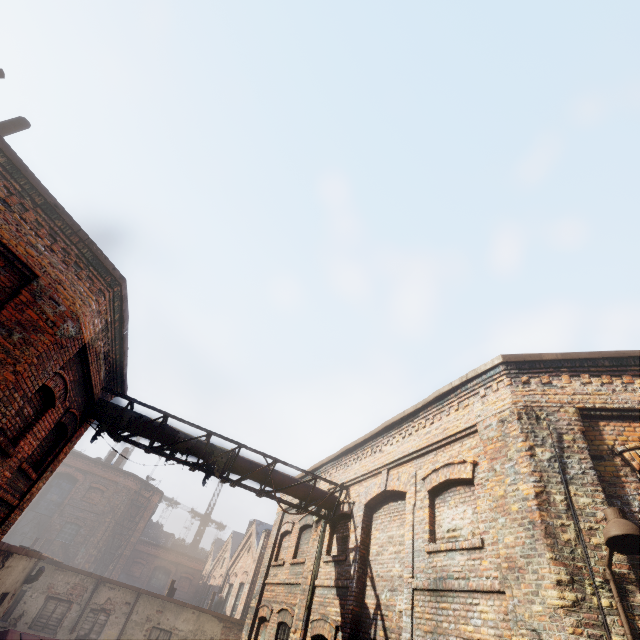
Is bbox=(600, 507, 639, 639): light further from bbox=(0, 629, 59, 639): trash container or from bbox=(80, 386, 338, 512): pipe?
bbox=(0, 629, 59, 639): trash container

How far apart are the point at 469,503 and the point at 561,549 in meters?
1.8 m

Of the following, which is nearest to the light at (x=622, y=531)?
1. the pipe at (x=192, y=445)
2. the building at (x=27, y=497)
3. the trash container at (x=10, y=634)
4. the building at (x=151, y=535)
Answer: the pipe at (x=192, y=445)

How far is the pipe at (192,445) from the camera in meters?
8.9

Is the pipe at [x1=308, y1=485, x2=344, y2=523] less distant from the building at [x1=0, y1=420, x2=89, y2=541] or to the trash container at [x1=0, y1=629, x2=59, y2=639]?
the building at [x1=0, y1=420, x2=89, y2=541]

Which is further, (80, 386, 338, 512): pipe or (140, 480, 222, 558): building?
(140, 480, 222, 558): building

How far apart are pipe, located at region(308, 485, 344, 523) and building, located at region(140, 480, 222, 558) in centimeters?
4324cm

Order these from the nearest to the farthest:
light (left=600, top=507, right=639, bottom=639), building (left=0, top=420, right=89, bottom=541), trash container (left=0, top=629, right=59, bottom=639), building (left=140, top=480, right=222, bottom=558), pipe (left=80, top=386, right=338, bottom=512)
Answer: light (left=600, top=507, right=639, bottom=639) < building (left=0, top=420, right=89, bottom=541) < pipe (left=80, top=386, right=338, bottom=512) < trash container (left=0, top=629, right=59, bottom=639) < building (left=140, top=480, right=222, bottom=558)
